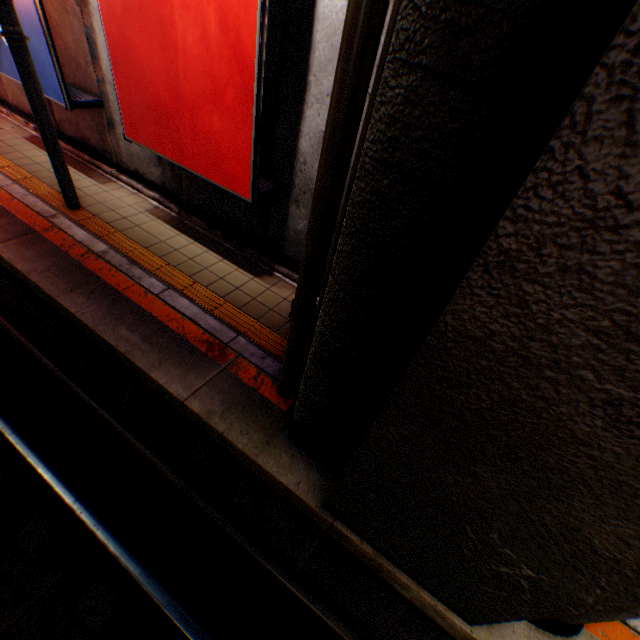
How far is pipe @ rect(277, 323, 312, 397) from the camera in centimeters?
316cm

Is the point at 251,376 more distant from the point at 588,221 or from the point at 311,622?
the point at 588,221

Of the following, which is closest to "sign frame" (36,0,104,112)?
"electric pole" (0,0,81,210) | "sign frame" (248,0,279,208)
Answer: "electric pole" (0,0,81,210)

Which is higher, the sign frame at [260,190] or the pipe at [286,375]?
the sign frame at [260,190]

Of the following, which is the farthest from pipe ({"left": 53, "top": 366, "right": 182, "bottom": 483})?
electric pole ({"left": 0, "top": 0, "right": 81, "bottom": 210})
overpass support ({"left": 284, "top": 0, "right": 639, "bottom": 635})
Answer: electric pole ({"left": 0, "top": 0, "right": 81, "bottom": 210})

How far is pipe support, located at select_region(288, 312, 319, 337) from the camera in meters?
2.9 m

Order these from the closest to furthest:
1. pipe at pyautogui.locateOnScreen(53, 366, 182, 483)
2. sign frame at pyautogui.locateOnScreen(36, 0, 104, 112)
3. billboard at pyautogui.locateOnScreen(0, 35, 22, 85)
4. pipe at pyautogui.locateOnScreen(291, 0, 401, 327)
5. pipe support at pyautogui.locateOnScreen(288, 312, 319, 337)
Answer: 1. pipe at pyautogui.locateOnScreen(291, 0, 401, 327)
2. pipe support at pyautogui.locateOnScreen(288, 312, 319, 337)
3. pipe at pyautogui.locateOnScreen(53, 366, 182, 483)
4. sign frame at pyautogui.locateOnScreen(36, 0, 104, 112)
5. billboard at pyautogui.locateOnScreen(0, 35, 22, 85)

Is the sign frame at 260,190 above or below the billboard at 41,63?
below
